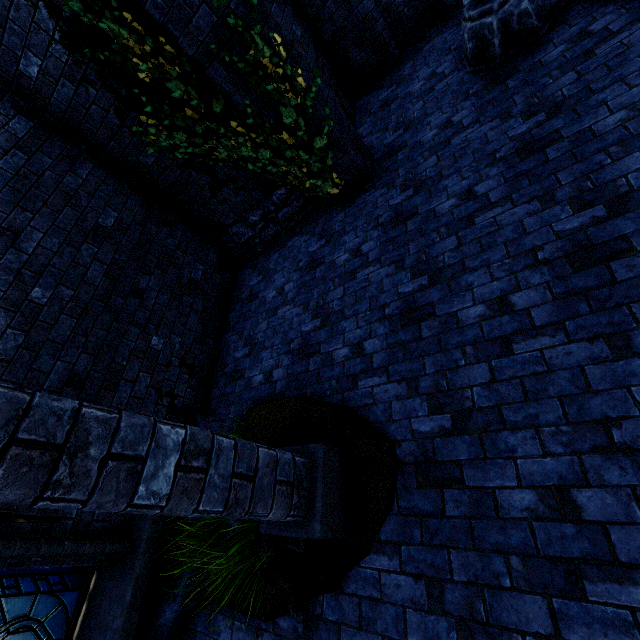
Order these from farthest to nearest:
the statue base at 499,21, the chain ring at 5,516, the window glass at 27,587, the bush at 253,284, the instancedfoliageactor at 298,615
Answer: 1. the bush at 253,284
2. the statue base at 499,21
3. the window glass at 27,587
4. the instancedfoliageactor at 298,615
5. the chain ring at 5,516

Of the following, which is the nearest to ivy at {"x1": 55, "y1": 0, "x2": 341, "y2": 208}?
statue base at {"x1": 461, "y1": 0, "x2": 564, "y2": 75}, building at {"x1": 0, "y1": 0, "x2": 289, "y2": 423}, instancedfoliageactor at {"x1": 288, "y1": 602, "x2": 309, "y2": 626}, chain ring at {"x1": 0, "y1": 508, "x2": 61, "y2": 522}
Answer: building at {"x1": 0, "y1": 0, "x2": 289, "y2": 423}

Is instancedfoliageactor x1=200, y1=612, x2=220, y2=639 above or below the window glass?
below

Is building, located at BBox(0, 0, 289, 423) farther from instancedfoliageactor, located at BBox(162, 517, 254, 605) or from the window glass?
instancedfoliageactor, located at BBox(162, 517, 254, 605)

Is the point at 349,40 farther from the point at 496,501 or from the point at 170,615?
the point at 170,615

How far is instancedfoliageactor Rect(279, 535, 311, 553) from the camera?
2.8 meters

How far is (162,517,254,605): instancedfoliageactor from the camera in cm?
272

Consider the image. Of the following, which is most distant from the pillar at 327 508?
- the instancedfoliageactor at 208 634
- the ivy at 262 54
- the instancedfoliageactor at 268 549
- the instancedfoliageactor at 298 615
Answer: the ivy at 262 54
